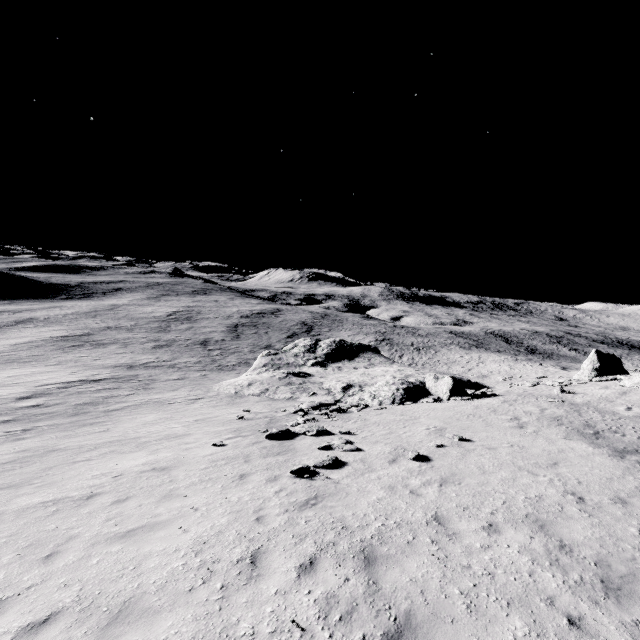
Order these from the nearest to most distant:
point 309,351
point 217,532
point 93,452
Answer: point 217,532 < point 93,452 < point 309,351

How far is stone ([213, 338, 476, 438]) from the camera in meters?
23.6

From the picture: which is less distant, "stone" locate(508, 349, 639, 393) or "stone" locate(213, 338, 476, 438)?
"stone" locate(508, 349, 639, 393)

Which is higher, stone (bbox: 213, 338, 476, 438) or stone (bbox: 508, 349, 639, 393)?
stone (bbox: 508, 349, 639, 393)

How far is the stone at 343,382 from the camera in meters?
23.6 m

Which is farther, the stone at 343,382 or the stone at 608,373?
the stone at 343,382
